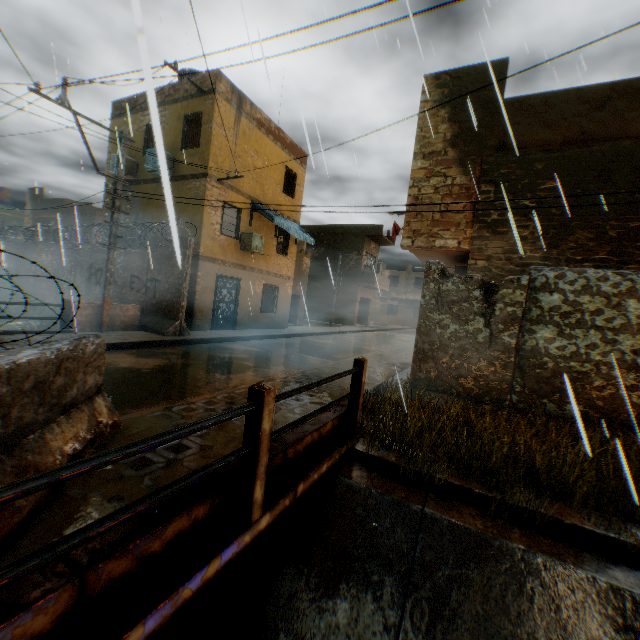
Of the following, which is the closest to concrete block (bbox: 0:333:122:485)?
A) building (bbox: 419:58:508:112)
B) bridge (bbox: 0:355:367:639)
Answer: bridge (bbox: 0:355:367:639)

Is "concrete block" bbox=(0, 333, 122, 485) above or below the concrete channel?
above

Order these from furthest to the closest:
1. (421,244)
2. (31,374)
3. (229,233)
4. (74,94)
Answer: (229,233) → (74,94) → (421,244) → (31,374)

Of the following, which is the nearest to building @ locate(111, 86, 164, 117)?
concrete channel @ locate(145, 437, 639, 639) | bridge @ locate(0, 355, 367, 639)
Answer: concrete channel @ locate(145, 437, 639, 639)

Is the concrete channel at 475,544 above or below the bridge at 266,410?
below

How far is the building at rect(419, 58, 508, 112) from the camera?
8.4 meters

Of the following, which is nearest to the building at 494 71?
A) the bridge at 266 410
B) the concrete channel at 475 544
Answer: the concrete channel at 475 544

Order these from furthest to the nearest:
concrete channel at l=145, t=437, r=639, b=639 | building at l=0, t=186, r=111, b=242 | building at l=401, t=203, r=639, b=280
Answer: building at l=0, t=186, r=111, b=242, building at l=401, t=203, r=639, b=280, concrete channel at l=145, t=437, r=639, b=639
